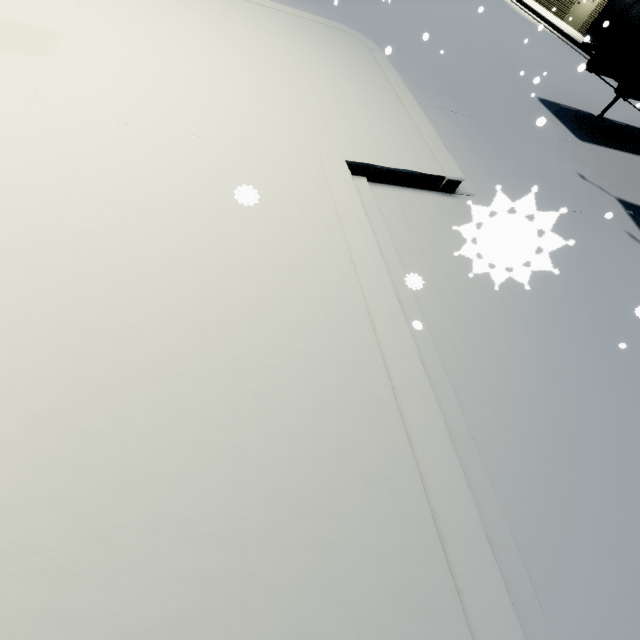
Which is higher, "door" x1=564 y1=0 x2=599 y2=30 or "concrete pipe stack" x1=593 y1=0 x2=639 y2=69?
"concrete pipe stack" x1=593 y1=0 x2=639 y2=69

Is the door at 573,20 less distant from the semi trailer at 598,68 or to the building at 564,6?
the building at 564,6

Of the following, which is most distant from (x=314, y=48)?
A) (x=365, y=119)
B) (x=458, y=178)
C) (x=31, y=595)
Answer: (x=31, y=595)

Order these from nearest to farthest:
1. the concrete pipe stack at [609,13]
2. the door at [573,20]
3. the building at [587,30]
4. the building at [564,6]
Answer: the concrete pipe stack at [609,13], the building at [587,30], the door at [573,20], the building at [564,6]

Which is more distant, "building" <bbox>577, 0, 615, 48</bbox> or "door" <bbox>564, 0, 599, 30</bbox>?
"door" <bbox>564, 0, 599, 30</bbox>

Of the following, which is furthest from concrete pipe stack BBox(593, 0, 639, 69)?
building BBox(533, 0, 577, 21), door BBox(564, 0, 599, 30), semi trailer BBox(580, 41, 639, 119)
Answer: door BBox(564, 0, 599, 30)

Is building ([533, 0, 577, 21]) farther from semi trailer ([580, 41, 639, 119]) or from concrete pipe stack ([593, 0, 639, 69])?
concrete pipe stack ([593, 0, 639, 69])
